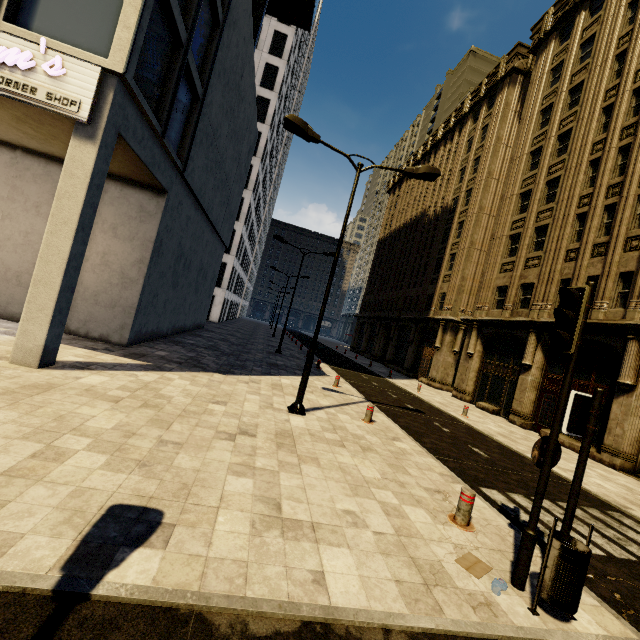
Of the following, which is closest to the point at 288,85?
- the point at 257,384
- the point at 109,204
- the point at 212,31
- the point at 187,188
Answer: the point at 212,31

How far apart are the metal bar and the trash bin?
1.3 meters

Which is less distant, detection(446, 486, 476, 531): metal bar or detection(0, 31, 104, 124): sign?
detection(446, 486, 476, 531): metal bar

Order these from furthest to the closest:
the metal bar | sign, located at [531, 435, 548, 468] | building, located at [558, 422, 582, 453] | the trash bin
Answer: building, located at [558, 422, 582, 453]
the metal bar
sign, located at [531, 435, 548, 468]
the trash bin

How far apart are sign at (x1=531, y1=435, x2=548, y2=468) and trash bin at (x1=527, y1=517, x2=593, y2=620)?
0.78m

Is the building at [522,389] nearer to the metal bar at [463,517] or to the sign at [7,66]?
the sign at [7,66]

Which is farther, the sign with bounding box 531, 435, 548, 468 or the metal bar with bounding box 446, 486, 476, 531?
the metal bar with bounding box 446, 486, 476, 531
